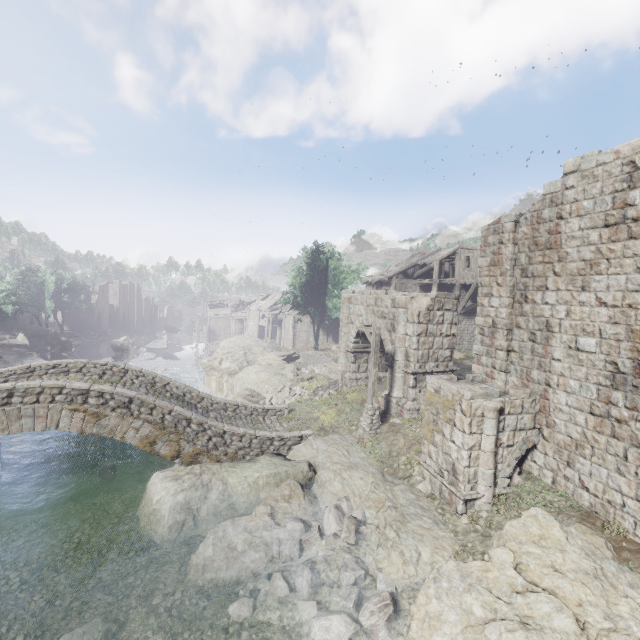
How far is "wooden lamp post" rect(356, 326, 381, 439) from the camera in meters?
14.4

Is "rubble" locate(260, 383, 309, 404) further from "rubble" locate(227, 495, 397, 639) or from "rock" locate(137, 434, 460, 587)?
"rubble" locate(227, 495, 397, 639)

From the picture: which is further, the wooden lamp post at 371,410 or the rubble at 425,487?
the wooden lamp post at 371,410

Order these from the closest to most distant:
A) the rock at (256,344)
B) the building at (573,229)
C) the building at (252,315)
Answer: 1. the building at (573,229)
2. the rock at (256,344)
3. the building at (252,315)

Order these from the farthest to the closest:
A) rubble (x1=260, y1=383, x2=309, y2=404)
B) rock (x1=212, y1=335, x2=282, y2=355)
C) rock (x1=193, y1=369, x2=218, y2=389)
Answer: rock (x1=212, y1=335, x2=282, y2=355) < rock (x1=193, y1=369, x2=218, y2=389) < rubble (x1=260, y1=383, x2=309, y2=404)

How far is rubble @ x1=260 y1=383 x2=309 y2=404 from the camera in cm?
2073

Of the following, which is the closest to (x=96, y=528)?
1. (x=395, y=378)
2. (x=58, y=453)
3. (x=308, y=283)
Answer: (x=58, y=453)

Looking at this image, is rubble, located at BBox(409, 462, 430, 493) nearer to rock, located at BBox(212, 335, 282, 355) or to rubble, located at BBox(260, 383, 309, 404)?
rubble, located at BBox(260, 383, 309, 404)
